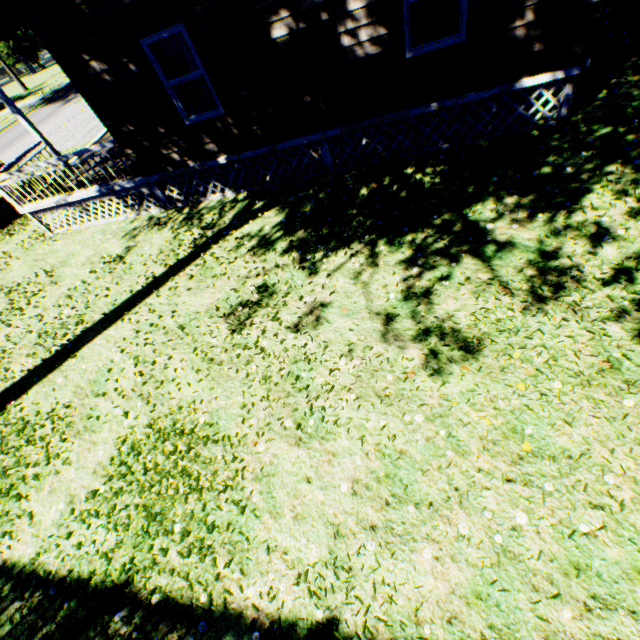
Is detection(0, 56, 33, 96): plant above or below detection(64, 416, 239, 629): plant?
above

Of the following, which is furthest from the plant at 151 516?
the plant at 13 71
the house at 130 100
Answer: the plant at 13 71

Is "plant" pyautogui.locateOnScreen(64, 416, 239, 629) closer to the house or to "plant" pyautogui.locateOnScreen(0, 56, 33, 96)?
the house

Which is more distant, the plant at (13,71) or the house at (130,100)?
the plant at (13,71)

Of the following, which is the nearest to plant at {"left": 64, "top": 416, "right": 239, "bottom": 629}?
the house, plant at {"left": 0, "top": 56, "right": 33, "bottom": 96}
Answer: the house

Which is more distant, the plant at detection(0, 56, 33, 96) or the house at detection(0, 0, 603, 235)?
the plant at detection(0, 56, 33, 96)

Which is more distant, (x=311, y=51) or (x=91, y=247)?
(x=91, y=247)
